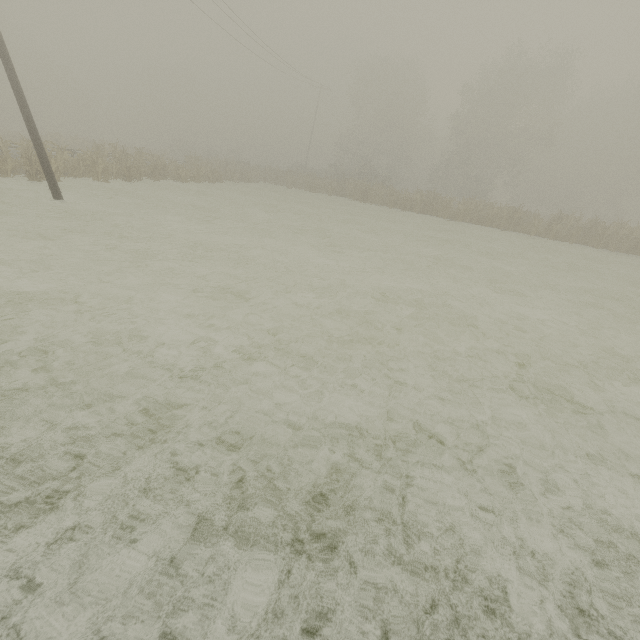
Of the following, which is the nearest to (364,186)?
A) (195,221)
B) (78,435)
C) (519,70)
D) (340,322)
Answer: (195,221)

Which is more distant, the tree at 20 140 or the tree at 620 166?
the tree at 620 166

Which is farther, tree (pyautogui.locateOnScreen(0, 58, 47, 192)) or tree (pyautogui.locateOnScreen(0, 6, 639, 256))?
tree (pyautogui.locateOnScreen(0, 6, 639, 256))
